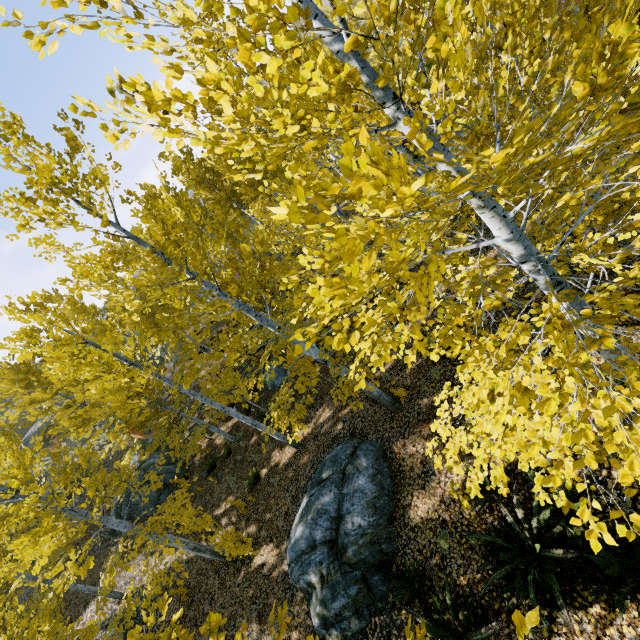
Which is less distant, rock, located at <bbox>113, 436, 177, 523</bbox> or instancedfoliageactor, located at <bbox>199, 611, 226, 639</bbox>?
instancedfoliageactor, located at <bbox>199, 611, 226, 639</bbox>

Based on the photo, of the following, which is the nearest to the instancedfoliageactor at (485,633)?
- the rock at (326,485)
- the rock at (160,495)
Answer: the rock at (326,485)

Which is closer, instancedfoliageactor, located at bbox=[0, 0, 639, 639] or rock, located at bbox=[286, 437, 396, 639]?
instancedfoliageactor, located at bbox=[0, 0, 639, 639]

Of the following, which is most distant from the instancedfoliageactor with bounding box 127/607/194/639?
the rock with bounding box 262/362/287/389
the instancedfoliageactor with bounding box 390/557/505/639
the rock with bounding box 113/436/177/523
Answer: the rock with bounding box 262/362/287/389

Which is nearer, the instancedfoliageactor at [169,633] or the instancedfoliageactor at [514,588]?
the instancedfoliageactor at [514,588]

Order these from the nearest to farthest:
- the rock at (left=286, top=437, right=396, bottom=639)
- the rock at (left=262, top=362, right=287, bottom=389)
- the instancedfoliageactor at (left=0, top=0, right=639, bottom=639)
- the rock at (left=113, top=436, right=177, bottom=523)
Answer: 1. the instancedfoliageactor at (left=0, top=0, right=639, bottom=639)
2. the rock at (left=286, top=437, right=396, bottom=639)
3. the rock at (left=262, top=362, right=287, bottom=389)
4. the rock at (left=113, top=436, right=177, bottom=523)

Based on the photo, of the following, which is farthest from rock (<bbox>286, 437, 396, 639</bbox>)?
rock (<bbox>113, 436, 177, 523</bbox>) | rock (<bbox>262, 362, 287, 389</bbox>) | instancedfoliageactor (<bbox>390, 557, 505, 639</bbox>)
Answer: rock (<bbox>113, 436, 177, 523</bbox>)

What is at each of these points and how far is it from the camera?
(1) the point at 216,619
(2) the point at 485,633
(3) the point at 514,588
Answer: (1) instancedfoliageactor, 2.6 meters
(2) instancedfoliageactor, 4.6 meters
(3) instancedfoliageactor, 4.6 meters
